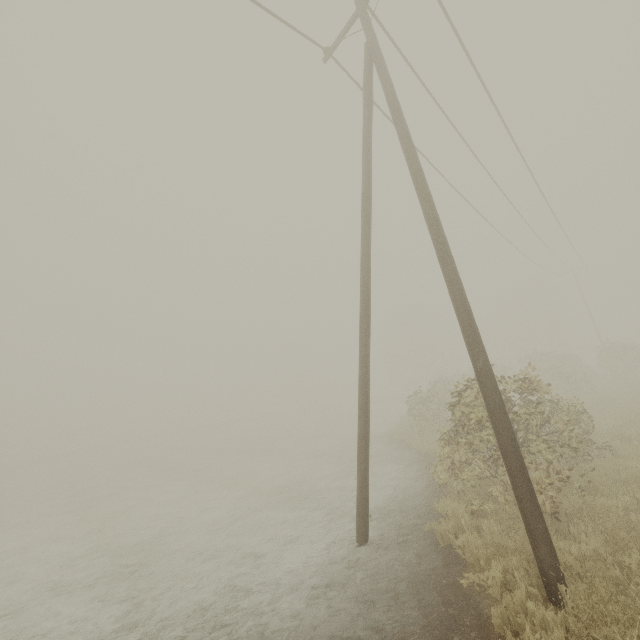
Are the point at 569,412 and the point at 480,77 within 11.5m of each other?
yes
